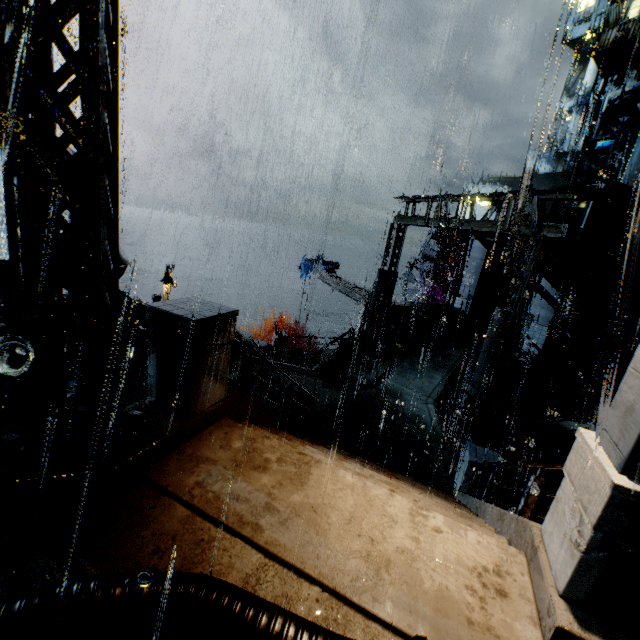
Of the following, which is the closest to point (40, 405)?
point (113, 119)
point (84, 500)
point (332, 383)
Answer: point (84, 500)

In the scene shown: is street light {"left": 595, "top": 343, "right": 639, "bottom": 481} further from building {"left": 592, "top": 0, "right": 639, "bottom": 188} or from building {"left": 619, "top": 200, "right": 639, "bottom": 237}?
building {"left": 592, "top": 0, "right": 639, "bottom": 188}

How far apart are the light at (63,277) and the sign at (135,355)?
7.5m

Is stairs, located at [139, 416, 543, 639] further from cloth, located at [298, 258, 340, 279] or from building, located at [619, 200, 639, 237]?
cloth, located at [298, 258, 340, 279]

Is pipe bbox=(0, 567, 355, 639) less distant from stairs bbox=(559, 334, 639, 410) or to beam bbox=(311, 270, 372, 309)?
stairs bbox=(559, 334, 639, 410)

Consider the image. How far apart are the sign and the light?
7.50m

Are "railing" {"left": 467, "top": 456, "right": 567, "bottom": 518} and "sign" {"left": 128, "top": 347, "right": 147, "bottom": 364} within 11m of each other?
yes

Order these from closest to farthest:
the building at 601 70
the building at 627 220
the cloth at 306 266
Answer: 1. the building at 627 220
2. the cloth at 306 266
3. the building at 601 70
